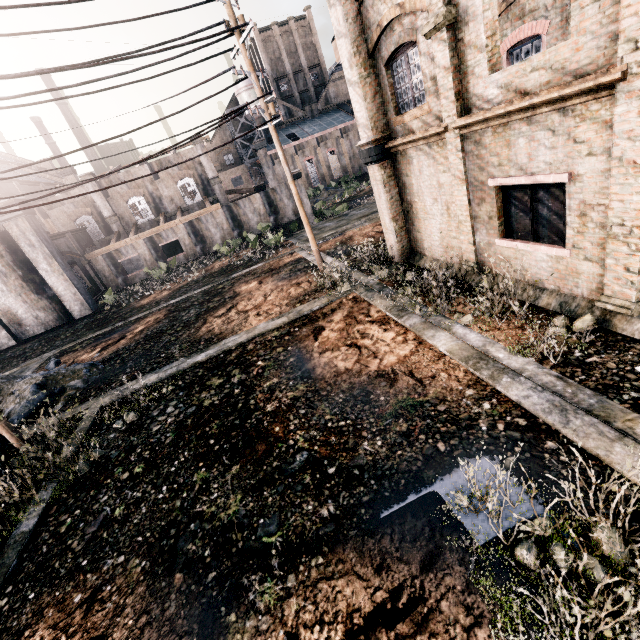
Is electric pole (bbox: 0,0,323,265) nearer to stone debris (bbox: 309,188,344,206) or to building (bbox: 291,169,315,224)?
building (bbox: 291,169,315,224)

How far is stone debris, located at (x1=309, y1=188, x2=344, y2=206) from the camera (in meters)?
55.94

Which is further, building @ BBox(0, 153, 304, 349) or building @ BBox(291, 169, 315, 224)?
building @ BBox(291, 169, 315, 224)

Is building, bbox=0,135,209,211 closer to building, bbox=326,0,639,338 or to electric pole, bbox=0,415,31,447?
building, bbox=326,0,639,338

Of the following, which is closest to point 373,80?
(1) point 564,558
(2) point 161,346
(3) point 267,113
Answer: (3) point 267,113

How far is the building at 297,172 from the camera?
35.9m

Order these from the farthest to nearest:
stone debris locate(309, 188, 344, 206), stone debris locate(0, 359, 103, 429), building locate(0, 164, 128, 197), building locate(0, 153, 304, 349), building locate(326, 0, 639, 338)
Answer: stone debris locate(309, 188, 344, 206) → building locate(0, 164, 128, 197) → building locate(0, 153, 304, 349) → stone debris locate(0, 359, 103, 429) → building locate(326, 0, 639, 338)

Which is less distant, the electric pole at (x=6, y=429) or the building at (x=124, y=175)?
the electric pole at (x=6, y=429)
